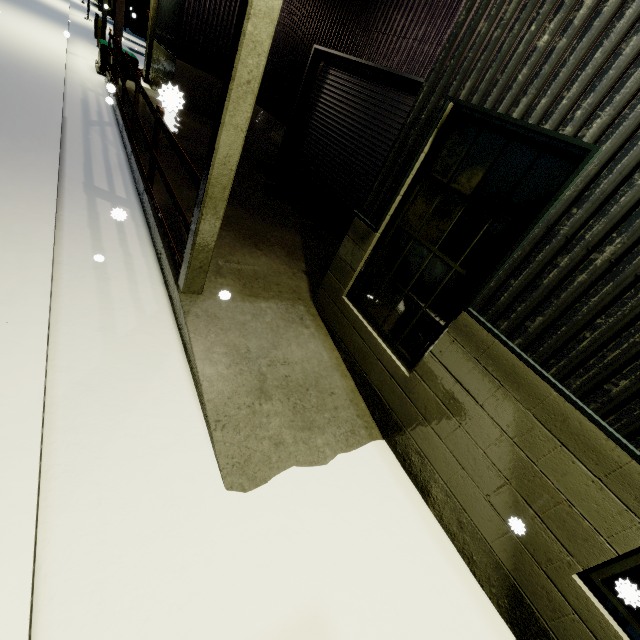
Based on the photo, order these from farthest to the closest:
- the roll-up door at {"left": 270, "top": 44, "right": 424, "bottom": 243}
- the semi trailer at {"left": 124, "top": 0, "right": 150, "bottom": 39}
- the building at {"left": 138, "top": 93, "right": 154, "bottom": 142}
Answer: the semi trailer at {"left": 124, "top": 0, "right": 150, "bottom": 39}
the building at {"left": 138, "top": 93, "right": 154, "bottom": 142}
the roll-up door at {"left": 270, "top": 44, "right": 424, "bottom": 243}

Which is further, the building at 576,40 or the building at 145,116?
the building at 145,116

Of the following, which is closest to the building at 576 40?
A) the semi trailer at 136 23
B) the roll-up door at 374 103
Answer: the roll-up door at 374 103

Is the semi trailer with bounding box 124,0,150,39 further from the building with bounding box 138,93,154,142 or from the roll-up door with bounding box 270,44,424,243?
the roll-up door with bounding box 270,44,424,243

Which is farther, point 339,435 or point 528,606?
point 339,435

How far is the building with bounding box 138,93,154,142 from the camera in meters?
8.5

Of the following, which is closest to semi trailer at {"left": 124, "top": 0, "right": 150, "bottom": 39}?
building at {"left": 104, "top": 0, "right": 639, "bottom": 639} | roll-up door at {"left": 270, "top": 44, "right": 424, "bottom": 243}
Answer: building at {"left": 104, "top": 0, "right": 639, "bottom": 639}
